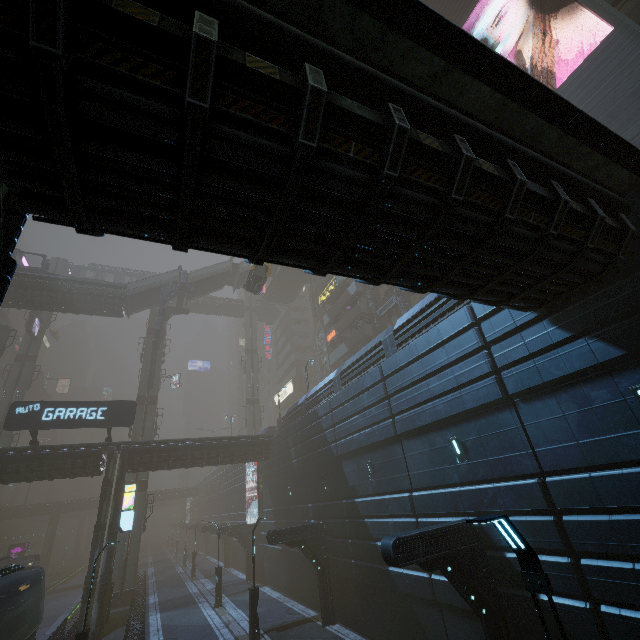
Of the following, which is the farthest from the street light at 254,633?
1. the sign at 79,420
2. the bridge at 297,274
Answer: the bridge at 297,274

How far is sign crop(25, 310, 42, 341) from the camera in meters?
42.1 m

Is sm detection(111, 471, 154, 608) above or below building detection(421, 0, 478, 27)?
below

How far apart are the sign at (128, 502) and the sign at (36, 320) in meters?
30.2 m

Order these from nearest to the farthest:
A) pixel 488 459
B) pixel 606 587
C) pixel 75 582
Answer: pixel 606 587, pixel 488 459, pixel 75 582

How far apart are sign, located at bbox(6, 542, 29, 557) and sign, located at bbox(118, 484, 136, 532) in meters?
39.7

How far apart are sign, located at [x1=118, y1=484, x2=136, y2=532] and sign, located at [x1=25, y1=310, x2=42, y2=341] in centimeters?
3017cm

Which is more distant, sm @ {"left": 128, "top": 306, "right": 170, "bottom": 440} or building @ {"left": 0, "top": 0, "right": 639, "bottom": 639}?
sm @ {"left": 128, "top": 306, "right": 170, "bottom": 440}
